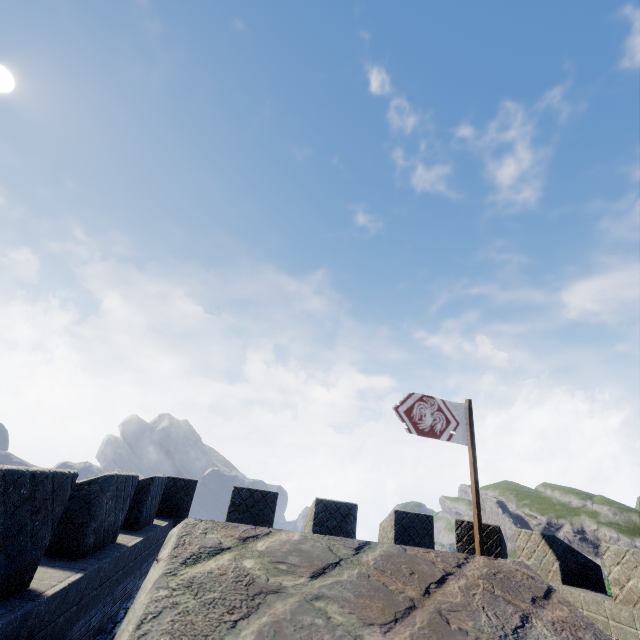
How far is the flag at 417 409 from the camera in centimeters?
988cm

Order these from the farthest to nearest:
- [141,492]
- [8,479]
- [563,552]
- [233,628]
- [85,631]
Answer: [563,552] → [141,492] → [85,631] → [8,479] → [233,628]

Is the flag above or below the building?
above

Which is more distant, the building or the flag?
the flag

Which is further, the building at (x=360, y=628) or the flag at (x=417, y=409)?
the flag at (x=417, y=409)

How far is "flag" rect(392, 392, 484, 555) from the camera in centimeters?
988cm
